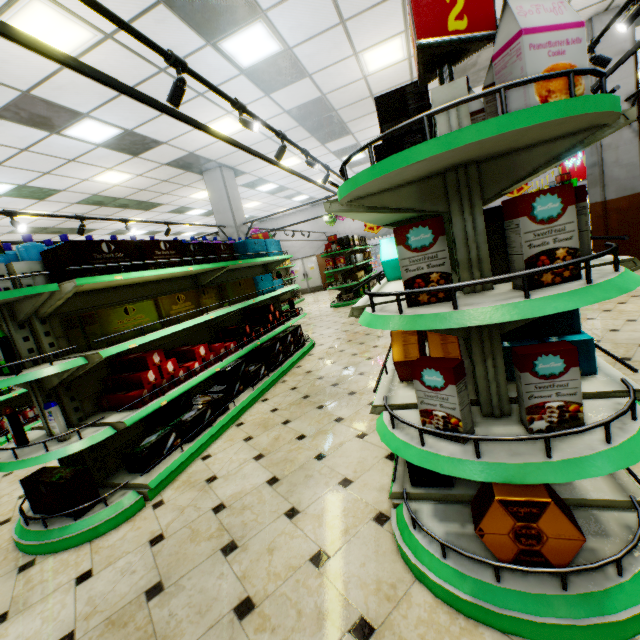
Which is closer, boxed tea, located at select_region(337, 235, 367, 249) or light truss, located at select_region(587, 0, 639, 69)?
light truss, located at select_region(587, 0, 639, 69)

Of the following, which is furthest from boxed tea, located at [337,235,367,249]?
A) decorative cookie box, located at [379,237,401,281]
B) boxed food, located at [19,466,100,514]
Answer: boxed food, located at [19,466,100,514]

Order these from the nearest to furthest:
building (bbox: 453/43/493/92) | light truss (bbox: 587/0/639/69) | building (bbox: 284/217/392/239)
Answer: light truss (bbox: 587/0/639/69), building (bbox: 453/43/493/92), building (bbox: 284/217/392/239)

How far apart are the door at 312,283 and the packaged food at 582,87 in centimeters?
1868cm

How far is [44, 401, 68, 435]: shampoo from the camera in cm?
244

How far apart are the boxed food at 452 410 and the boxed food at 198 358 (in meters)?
2.49

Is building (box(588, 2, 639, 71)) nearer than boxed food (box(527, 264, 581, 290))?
No

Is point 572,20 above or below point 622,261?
above
